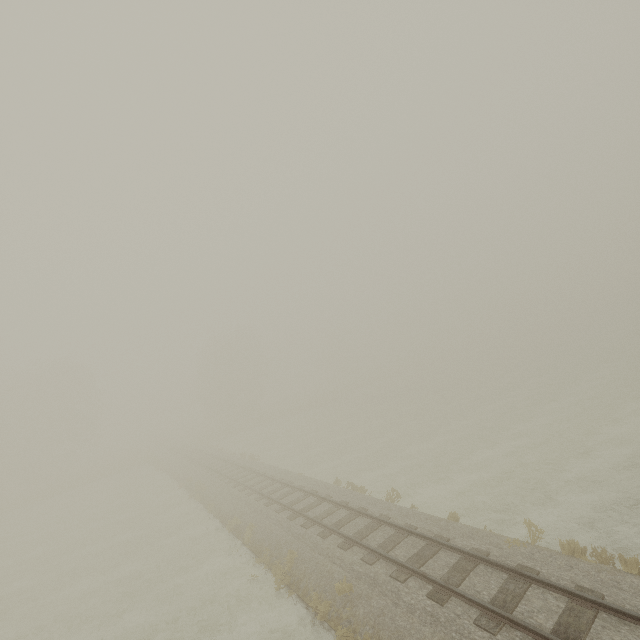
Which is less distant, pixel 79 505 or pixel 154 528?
pixel 154 528
